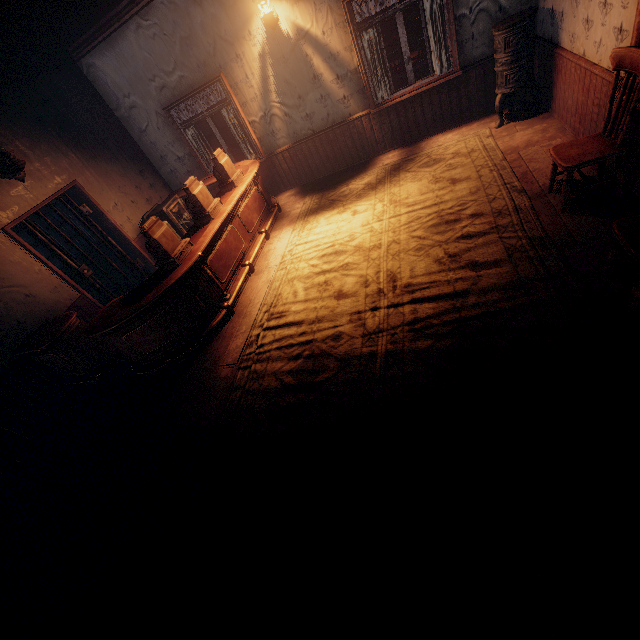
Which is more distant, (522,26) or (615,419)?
(522,26)

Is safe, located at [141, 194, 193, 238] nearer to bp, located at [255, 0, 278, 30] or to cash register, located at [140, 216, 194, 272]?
cash register, located at [140, 216, 194, 272]

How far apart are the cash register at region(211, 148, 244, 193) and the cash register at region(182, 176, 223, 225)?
0.6m

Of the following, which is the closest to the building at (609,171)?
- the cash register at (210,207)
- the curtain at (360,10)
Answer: the curtain at (360,10)

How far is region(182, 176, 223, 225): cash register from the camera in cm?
488

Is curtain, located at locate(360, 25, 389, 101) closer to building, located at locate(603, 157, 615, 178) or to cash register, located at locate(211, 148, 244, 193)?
building, located at locate(603, 157, 615, 178)

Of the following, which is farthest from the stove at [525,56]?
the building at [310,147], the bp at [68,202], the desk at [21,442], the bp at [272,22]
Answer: the desk at [21,442]

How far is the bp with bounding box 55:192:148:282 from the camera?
5.8 meters
